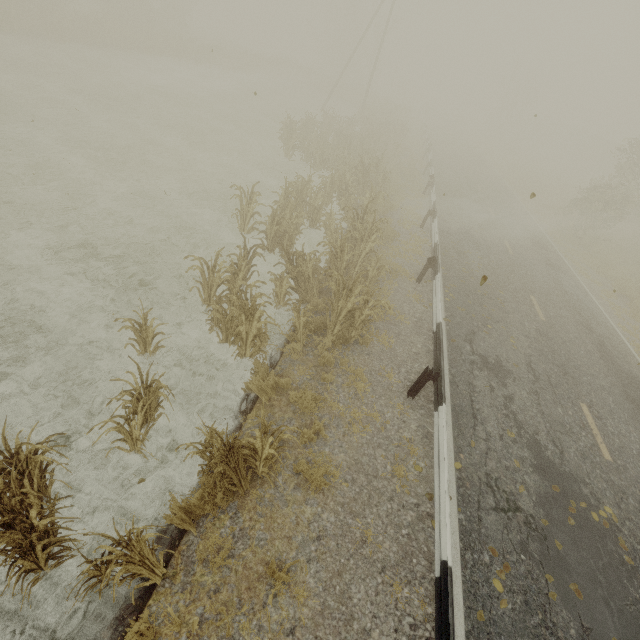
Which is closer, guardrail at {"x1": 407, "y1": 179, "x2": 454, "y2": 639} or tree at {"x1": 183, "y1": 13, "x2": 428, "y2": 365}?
guardrail at {"x1": 407, "y1": 179, "x2": 454, "y2": 639}

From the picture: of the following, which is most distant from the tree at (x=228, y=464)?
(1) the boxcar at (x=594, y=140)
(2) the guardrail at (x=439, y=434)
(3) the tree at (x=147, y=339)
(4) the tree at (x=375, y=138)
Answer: (1) the boxcar at (x=594, y=140)

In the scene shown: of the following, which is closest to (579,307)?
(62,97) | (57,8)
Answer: (62,97)

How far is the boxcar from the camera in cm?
4609

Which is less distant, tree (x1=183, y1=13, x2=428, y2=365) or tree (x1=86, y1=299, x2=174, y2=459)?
tree (x1=86, y1=299, x2=174, y2=459)

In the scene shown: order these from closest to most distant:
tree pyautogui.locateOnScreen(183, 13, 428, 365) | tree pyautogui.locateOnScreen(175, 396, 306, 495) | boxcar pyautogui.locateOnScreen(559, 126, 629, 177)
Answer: tree pyautogui.locateOnScreen(175, 396, 306, 495)
tree pyautogui.locateOnScreen(183, 13, 428, 365)
boxcar pyautogui.locateOnScreen(559, 126, 629, 177)

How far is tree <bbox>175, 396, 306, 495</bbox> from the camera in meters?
4.1

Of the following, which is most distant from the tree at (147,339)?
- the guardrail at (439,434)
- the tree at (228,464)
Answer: the guardrail at (439,434)
